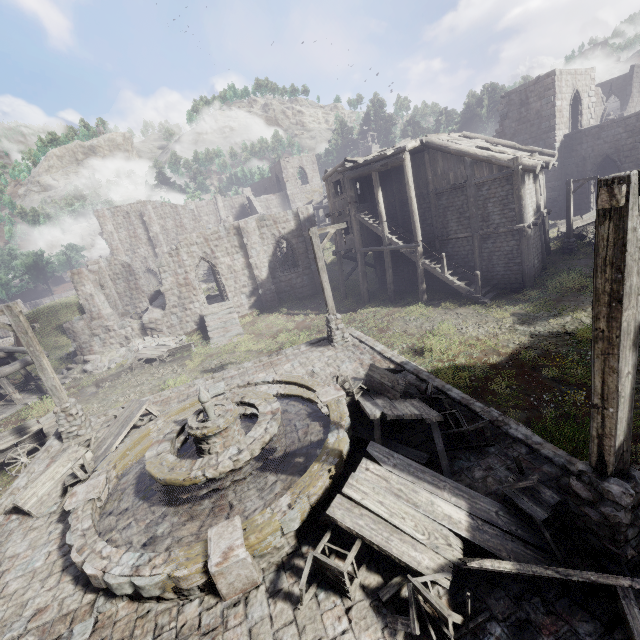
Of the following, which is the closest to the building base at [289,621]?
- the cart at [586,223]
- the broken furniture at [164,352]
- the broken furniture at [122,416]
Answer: the broken furniture at [122,416]

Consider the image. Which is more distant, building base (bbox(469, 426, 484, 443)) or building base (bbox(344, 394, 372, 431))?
building base (bbox(344, 394, 372, 431))

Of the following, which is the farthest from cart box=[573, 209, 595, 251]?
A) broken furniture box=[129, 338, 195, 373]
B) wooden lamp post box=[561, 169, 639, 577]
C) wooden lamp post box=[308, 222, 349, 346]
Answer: broken furniture box=[129, 338, 195, 373]

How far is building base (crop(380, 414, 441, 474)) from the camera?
6.6m

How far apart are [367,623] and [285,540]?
1.7m

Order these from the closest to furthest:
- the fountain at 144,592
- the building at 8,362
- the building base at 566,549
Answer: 1. the building base at 566,549
2. the fountain at 144,592
3. the building at 8,362

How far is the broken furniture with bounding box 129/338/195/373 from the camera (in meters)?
21.12

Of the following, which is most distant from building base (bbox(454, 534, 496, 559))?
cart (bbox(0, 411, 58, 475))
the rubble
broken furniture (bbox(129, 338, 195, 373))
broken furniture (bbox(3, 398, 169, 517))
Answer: the rubble
